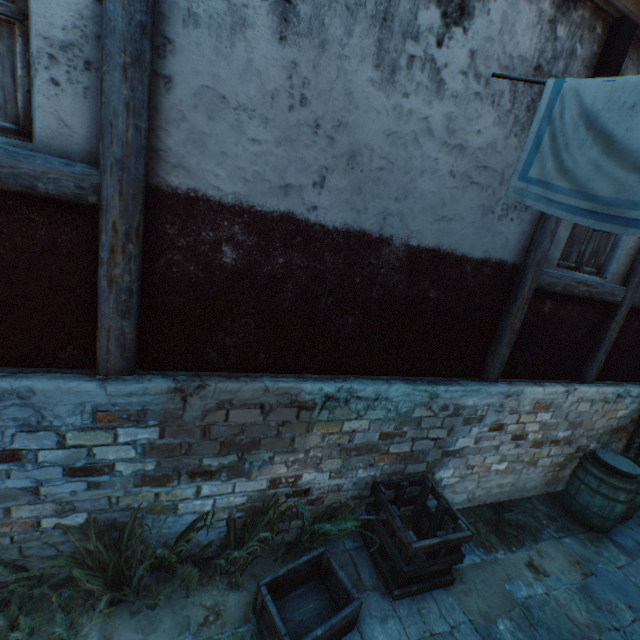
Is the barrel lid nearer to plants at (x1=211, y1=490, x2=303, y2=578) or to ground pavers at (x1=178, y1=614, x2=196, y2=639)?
ground pavers at (x1=178, y1=614, x2=196, y2=639)

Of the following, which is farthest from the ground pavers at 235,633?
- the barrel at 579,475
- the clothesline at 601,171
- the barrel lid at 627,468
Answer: the clothesline at 601,171

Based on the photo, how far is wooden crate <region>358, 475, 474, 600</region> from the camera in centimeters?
314cm

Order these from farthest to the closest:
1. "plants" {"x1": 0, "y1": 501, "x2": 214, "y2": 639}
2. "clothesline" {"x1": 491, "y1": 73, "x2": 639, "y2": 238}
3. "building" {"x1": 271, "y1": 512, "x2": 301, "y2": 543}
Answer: "building" {"x1": 271, "y1": 512, "x2": 301, "y2": 543} → "plants" {"x1": 0, "y1": 501, "x2": 214, "y2": 639} → "clothesline" {"x1": 491, "y1": 73, "x2": 639, "y2": 238}

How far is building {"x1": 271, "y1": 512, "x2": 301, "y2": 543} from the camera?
3.5m

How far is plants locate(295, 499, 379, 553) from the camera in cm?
321

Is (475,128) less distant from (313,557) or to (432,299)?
(432,299)

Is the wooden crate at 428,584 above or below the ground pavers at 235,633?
above
